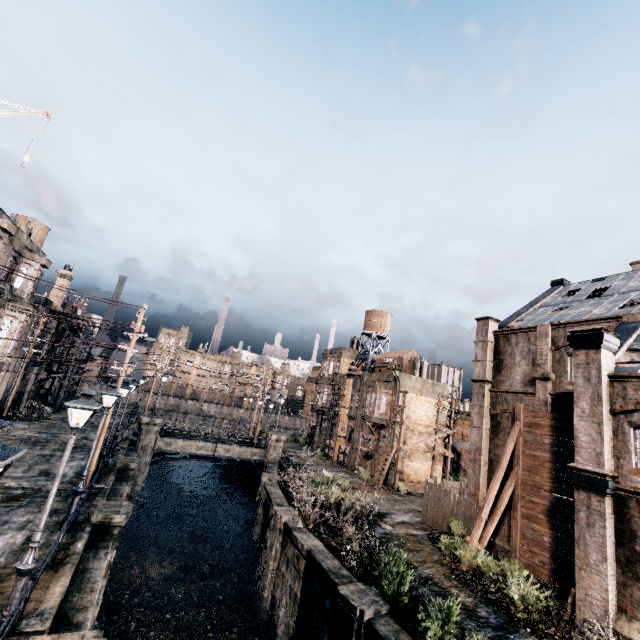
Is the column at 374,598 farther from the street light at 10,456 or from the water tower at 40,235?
the water tower at 40,235

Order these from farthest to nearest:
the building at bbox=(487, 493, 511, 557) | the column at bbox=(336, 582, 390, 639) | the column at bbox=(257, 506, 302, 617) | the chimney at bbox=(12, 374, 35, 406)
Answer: the chimney at bbox=(12, 374, 35, 406) < the building at bbox=(487, 493, 511, 557) < the column at bbox=(257, 506, 302, 617) < the column at bbox=(336, 582, 390, 639)

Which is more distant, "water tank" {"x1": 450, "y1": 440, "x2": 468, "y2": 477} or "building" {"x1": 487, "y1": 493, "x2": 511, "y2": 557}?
"water tank" {"x1": 450, "y1": 440, "x2": 468, "y2": 477}

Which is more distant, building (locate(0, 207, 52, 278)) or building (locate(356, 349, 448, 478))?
building (locate(356, 349, 448, 478))

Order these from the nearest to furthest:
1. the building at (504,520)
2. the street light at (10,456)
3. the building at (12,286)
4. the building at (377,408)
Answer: the street light at (10,456) → the building at (504,520) → the building at (12,286) → the building at (377,408)

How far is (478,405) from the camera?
23.83m

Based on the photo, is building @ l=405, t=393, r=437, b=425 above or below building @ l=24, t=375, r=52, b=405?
above

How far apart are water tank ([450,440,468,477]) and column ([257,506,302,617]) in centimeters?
3578cm
